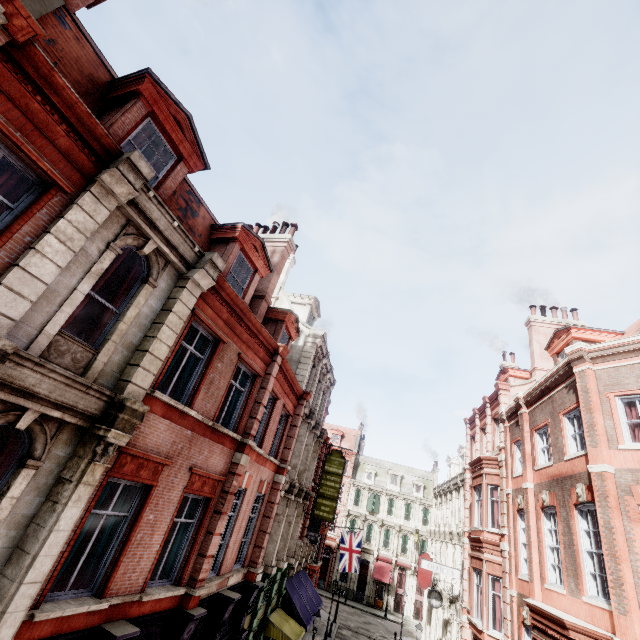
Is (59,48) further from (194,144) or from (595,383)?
(595,383)

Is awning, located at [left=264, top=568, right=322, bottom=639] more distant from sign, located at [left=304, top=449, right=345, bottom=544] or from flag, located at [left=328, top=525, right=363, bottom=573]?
flag, located at [left=328, top=525, right=363, bottom=573]

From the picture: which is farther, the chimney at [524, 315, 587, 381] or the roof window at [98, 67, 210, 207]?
the chimney at [524, 315, 587, 381]

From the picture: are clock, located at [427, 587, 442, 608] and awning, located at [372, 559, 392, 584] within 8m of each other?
no

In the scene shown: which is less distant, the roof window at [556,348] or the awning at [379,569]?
the roof window at [556,348]

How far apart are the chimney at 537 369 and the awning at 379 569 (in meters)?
37.08

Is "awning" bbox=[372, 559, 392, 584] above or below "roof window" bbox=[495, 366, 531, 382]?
below

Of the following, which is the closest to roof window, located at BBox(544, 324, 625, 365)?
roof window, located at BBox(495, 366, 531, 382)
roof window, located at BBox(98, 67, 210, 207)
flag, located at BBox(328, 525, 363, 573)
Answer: roof window, located at BBox(495, 366, 531, 382)
